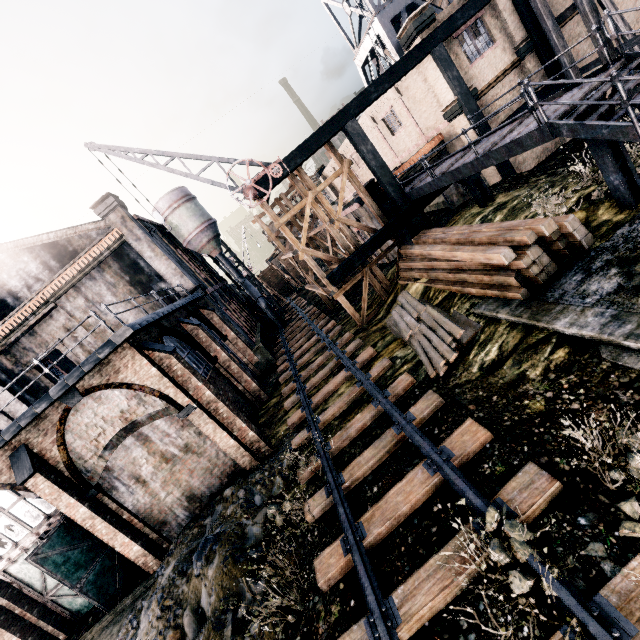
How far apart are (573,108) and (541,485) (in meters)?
9.82

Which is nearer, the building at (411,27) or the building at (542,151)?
the building at (411,27)

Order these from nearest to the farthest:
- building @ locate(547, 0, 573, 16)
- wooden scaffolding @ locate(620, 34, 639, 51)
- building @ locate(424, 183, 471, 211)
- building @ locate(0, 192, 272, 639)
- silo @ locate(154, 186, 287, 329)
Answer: building @ locate(0, 192, 272, 639) → wooden scaffolding @ locate(620, 34, 639, 51) → building @ locate(547, 0, 573, 16) → building @ locate(424, 183, 471, 211) → silo @ locate(154, 186, 287, 329)

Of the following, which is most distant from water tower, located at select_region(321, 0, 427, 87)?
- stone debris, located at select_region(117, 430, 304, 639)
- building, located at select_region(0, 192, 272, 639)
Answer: stone debris, located at select_region(117, 430, 304, 639)

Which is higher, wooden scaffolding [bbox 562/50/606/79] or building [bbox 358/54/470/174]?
building [bbox 358/54/470/174]

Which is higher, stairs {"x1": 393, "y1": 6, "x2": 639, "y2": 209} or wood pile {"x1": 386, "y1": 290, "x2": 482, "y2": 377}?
stairs {"x1": 393, "y1": 6, "x2": 639, "y2": 209}

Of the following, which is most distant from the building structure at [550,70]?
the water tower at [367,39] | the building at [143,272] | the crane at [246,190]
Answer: the water tower at [367,39]
